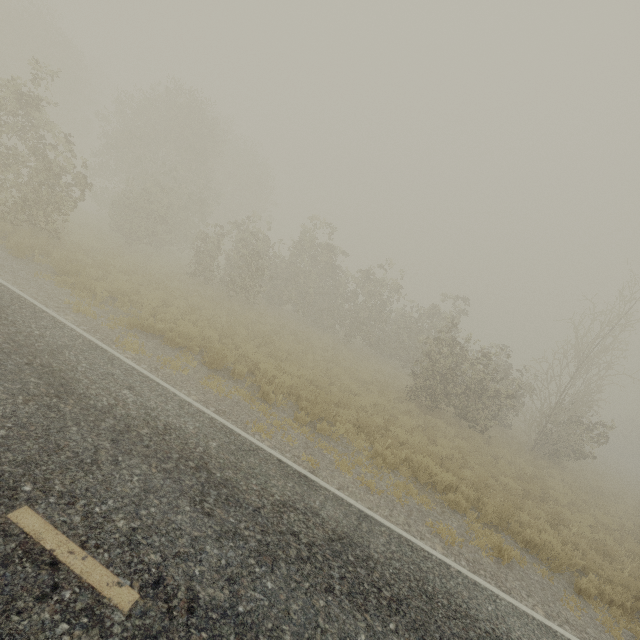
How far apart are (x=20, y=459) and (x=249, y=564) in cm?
292
